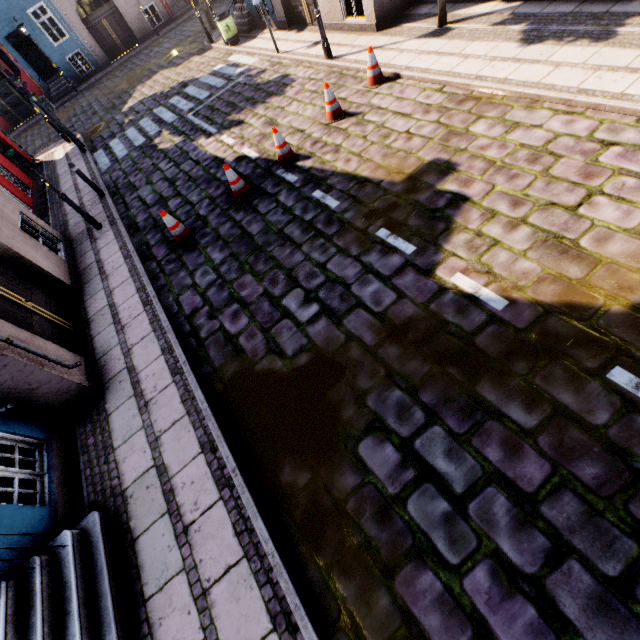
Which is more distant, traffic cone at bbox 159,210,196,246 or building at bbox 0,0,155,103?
building at bbox 0,0,155,103

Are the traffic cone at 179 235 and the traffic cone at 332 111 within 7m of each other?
yes

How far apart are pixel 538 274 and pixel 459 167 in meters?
2.5 m

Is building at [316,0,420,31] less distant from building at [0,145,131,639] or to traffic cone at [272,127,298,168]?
traffic cone at [272,127,298,168]

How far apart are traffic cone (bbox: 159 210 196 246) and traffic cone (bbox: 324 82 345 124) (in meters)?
4.00

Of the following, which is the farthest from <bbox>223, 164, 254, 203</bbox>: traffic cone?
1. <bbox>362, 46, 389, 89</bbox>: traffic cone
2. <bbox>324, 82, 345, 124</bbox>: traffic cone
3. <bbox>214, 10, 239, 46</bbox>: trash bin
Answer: <bbox>214, 10, 239, 46</bbox>: trash bin

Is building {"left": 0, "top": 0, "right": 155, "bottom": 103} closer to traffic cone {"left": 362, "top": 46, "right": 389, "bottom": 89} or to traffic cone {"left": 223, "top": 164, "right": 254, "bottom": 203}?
traffic cone {"left": 362, "top": 46, "right": 389, "bottom": 89}

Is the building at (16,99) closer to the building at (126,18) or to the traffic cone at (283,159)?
the traffic cone at (283,159)
